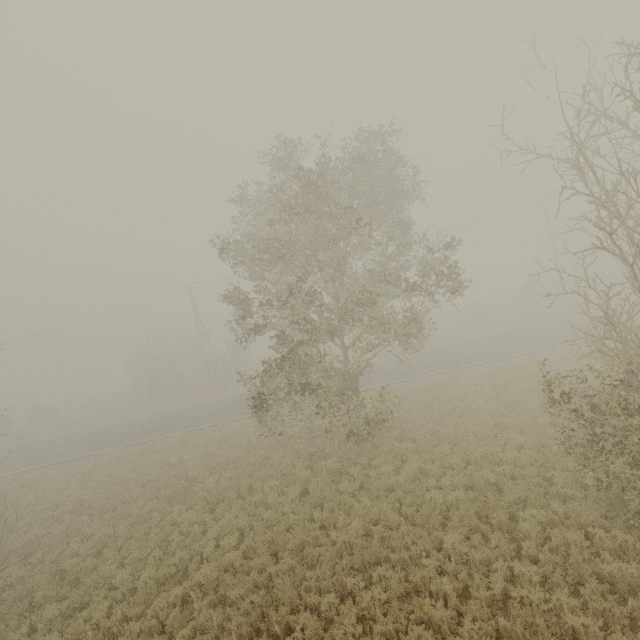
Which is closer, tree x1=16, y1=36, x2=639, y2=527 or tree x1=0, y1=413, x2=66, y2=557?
tree x1=16, y1=36, x2=639, y2=527

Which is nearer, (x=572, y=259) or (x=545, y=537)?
(x=545, y=537)

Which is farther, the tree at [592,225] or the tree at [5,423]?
the tree at [5,423]
